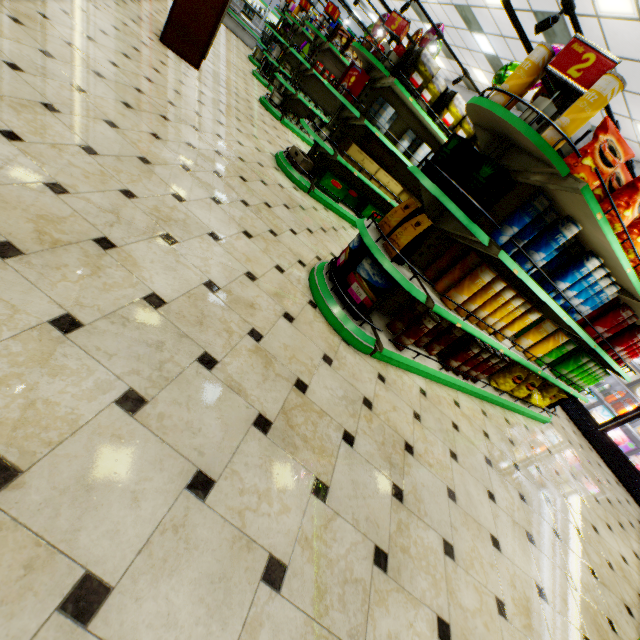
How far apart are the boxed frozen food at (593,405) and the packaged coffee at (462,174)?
7.0m

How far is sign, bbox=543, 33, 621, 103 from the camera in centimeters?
200cm

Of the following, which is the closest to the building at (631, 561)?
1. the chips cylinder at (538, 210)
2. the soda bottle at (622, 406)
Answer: the soda bottle at (622, 406)

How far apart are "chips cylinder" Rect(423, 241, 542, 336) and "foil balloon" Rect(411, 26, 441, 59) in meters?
7.6

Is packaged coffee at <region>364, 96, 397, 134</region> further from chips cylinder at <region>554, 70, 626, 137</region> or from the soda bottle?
the soda bottle

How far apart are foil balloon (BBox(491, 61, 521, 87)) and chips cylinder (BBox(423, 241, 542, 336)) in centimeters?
390cm

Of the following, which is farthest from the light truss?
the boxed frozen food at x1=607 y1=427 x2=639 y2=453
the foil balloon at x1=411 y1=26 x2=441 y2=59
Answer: the foil balloon at x1=411 y1=26 x2=441 y2=59

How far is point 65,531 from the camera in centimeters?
96cm
